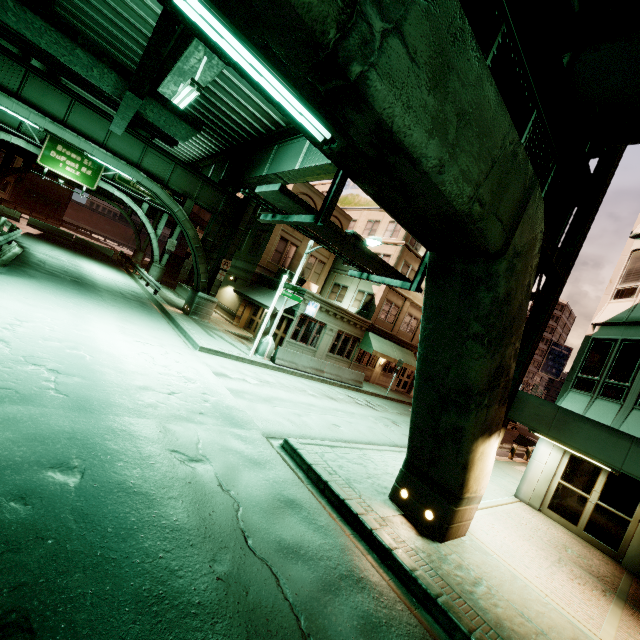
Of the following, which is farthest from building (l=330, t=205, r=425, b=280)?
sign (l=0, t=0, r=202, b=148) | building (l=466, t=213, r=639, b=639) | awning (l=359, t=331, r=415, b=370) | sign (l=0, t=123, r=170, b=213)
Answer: sign (l=0, t=0, r=202, b=148)

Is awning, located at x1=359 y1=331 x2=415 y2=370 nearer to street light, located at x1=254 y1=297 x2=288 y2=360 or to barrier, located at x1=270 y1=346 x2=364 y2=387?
barrier, located at x1=270 y1=346 x2=364 y2=387

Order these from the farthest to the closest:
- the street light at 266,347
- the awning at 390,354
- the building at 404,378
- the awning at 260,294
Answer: the building at 404,378
the awning at 390,354
the awning at 260,294
the street light at 266,347

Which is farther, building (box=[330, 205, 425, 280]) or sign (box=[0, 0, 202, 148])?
building (box=[330, 205, 425, 280])

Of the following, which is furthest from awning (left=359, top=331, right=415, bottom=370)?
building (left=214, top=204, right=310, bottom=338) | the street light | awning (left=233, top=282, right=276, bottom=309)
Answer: the street light

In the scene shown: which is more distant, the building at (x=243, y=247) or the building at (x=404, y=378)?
the building at (x=404, y=378)

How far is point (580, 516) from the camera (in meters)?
11.50

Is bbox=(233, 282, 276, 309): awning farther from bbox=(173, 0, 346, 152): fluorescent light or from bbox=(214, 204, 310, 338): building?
bbox=(173, 0, 346, 152): fluorescent light
